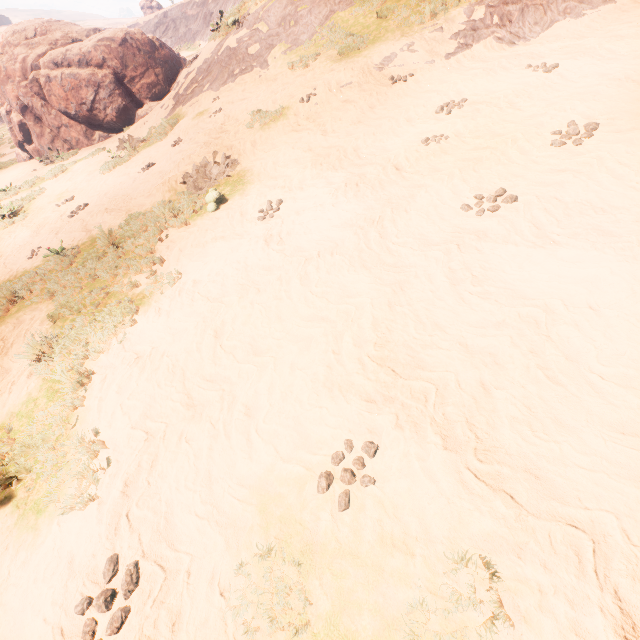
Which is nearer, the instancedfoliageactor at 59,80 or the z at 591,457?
the z at 591,457

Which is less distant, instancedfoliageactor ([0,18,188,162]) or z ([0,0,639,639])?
z ([0,0,639,639])

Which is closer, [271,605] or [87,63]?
[271,605]
